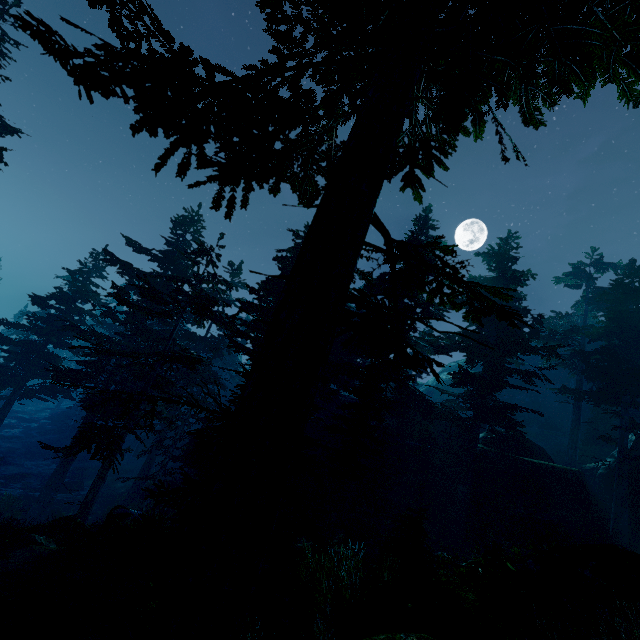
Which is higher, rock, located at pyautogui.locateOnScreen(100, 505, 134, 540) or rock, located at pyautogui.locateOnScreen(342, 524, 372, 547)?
rock, located at pyautogui.locateOnScreen(342, 524, 372, 547)

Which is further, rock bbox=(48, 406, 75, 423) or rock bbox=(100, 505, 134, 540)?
rock bbox=(48, 406, 75, 423)

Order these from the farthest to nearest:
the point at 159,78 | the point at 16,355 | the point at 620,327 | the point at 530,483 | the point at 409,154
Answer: the point at 16,355 < the point at 620,327 < the point at 530,483 < the point at 409,154 < the point at 159,78

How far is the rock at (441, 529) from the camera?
21.0 meters

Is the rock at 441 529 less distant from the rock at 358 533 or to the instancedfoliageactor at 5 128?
the instancedfoliageactor at 5 128

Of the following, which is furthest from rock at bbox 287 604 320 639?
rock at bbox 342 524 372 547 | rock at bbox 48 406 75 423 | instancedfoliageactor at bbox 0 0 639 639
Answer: rock at bbox 48 406 75 423

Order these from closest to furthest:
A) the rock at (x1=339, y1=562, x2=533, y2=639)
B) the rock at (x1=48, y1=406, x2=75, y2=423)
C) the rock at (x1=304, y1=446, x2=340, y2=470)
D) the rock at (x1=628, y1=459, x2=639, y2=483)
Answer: the rock at (x1=339, y1=562, x2=533, y2=639) → the rock at (x1=628, y1=459, x2=639, y2=483) → the rock at (x1=304, y1=446, x2=340, y2=470) → the rock at (x1=48, y1=406, x2=75, y2=423)
